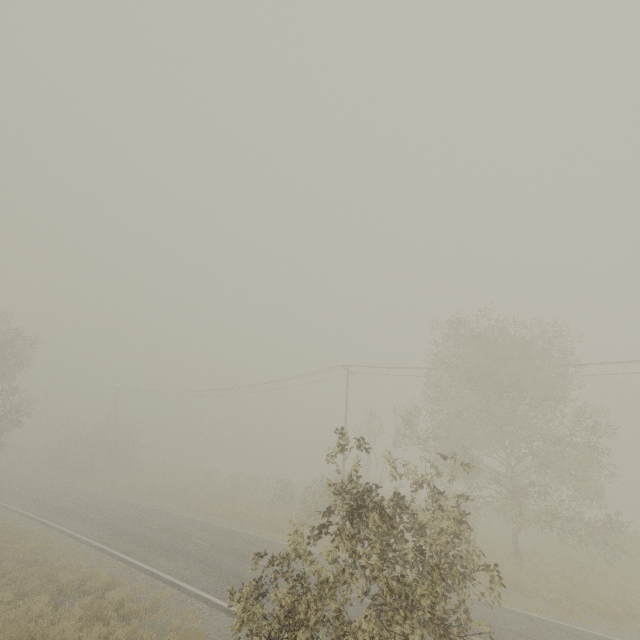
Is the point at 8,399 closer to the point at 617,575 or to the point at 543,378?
the point at 543,378

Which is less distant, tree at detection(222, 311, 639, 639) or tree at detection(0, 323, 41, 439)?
tree at detection(222, 311, 639, 639)

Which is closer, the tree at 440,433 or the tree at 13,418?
the tree at 440,433
